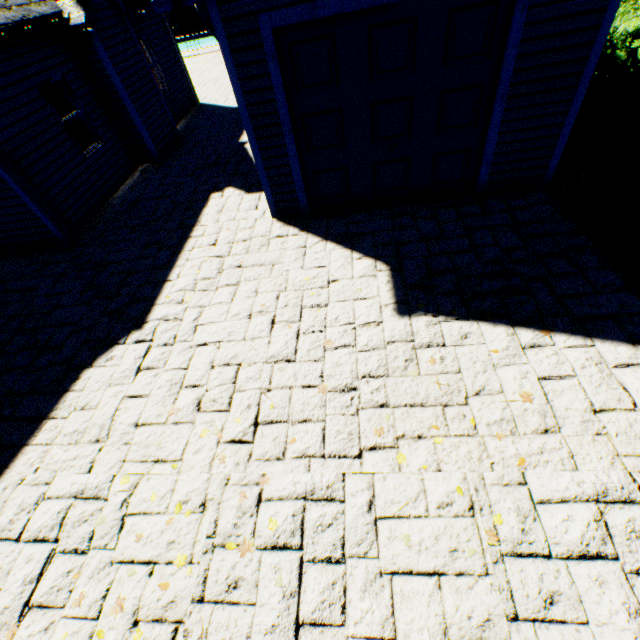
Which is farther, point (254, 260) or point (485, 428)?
point (254, 260)

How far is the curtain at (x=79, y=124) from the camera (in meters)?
8.03

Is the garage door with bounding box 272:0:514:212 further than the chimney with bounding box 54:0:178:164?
No

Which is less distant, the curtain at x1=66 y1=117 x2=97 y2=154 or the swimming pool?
the curtain at x1=66 y1=117 x2=97 y2=154

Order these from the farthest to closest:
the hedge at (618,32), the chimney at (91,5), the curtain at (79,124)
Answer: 1. the curtain at (79,124)
2. the chimney at (91,5)
3. the hedge at (618,32)

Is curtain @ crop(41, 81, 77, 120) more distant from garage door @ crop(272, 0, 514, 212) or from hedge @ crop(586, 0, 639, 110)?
hedge @ crop(586, 0, 639, 110)

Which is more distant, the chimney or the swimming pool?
the swimming pool

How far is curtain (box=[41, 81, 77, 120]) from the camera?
7.5 meters
